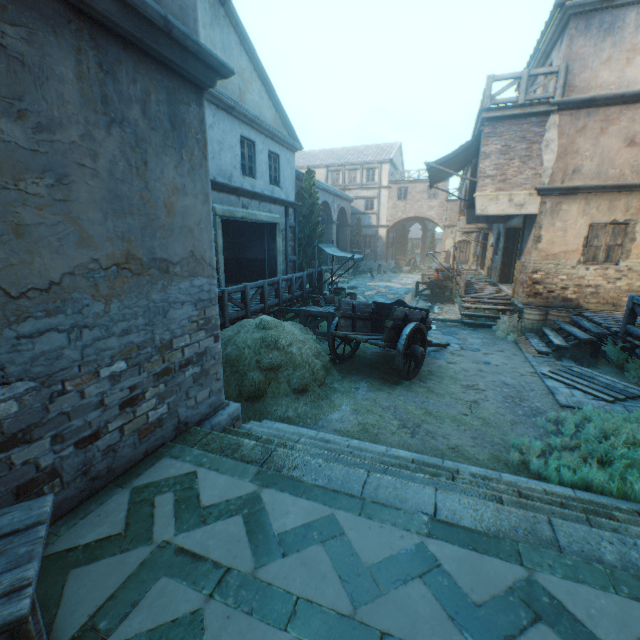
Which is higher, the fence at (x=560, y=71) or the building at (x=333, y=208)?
the fence at (x=560, y=71)

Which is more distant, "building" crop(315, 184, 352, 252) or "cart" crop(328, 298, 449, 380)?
"building" crop(315, 184, 352, 252)

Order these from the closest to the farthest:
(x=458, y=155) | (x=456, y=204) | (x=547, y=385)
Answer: (x=547, y=385)
(x=458, y=155)
(x=456, y=204)

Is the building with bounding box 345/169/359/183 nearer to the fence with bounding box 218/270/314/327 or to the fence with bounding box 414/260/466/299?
the fence with bounding box 218/270/314/327

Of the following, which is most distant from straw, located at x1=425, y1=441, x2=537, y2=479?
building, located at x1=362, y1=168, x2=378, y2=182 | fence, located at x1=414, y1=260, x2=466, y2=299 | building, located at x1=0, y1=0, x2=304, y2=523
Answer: building, located at x1=362, y1=168, x2=378, y2=182

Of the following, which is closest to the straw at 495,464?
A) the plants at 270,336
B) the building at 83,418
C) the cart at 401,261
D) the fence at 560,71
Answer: the plants at 270,336

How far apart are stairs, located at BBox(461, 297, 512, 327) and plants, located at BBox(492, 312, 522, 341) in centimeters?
20cm

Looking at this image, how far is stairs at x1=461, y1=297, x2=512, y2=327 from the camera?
12.2m
